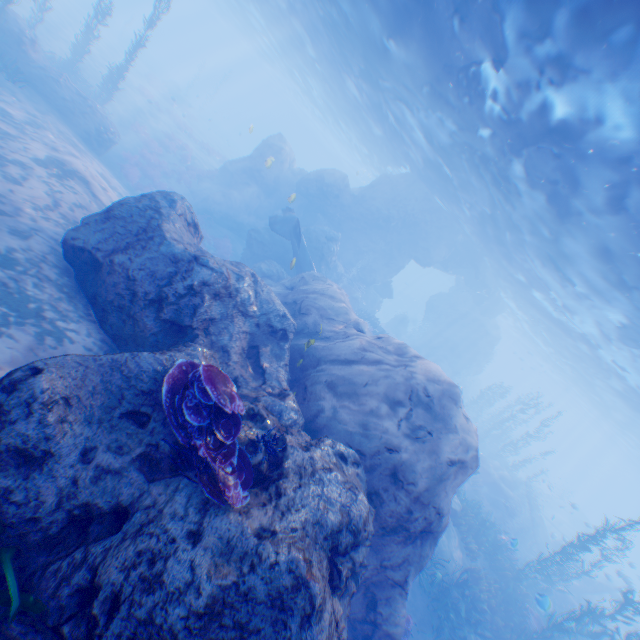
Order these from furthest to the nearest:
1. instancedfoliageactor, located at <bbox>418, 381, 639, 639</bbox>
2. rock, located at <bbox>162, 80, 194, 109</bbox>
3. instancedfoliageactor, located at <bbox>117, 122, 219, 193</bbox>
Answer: rock, located at <bbox>162, 80, 194, 109</bbox> → instancedfoliageactor, located at <bbox>117, 122, 219, 193</bbox> → instancedfoliageactor, located at <bbox>418, 381, 639, 639</bbox>

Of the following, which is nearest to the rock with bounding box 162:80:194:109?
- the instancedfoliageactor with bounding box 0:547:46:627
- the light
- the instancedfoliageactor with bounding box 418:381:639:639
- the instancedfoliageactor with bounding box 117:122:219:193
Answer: the light

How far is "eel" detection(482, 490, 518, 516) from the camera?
20.41m

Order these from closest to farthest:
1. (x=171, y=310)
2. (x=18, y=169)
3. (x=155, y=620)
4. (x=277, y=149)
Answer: (x=155, y=620), (x=171, y=310), (x=18, y=169), (x=277, y=149)

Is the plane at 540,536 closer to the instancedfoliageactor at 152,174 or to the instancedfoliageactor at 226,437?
the instancedfoliageactor at 226,437

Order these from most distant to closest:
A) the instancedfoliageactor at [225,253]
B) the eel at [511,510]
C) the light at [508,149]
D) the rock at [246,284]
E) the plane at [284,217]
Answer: the instancedfoliageactor at [225,253] < the eel at [511,510] < the plane at [284,217] < the light at [508,149] < the rock at [246,284]

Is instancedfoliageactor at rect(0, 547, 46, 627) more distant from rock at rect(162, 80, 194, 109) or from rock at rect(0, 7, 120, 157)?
rock at rect(162, 80, 194, 109)

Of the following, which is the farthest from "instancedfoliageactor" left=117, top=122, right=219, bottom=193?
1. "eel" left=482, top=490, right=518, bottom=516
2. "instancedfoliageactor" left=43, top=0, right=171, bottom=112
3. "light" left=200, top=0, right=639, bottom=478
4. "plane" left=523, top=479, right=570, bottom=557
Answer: "plane" left=523, top=479, right=570, bottom=557
